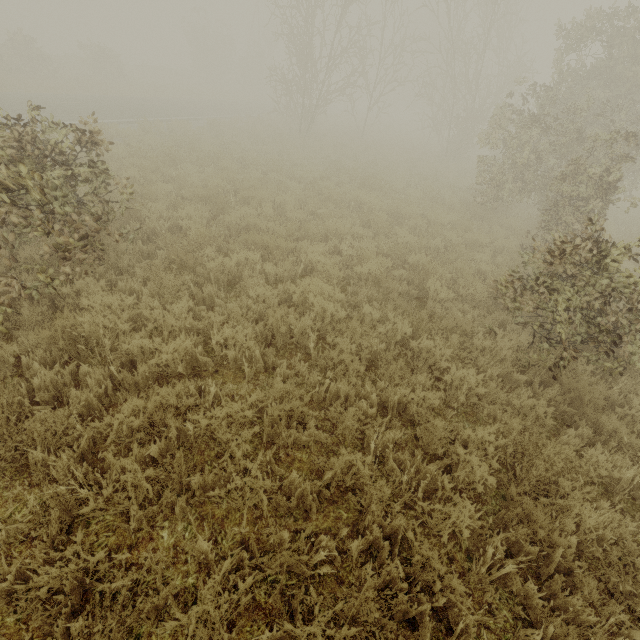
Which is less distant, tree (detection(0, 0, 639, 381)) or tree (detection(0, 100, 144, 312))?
tree (detection(0, 100, 144, 312))

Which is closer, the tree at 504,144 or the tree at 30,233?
the tree at 30,233

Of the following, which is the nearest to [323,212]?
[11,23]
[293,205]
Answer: [293,205]
